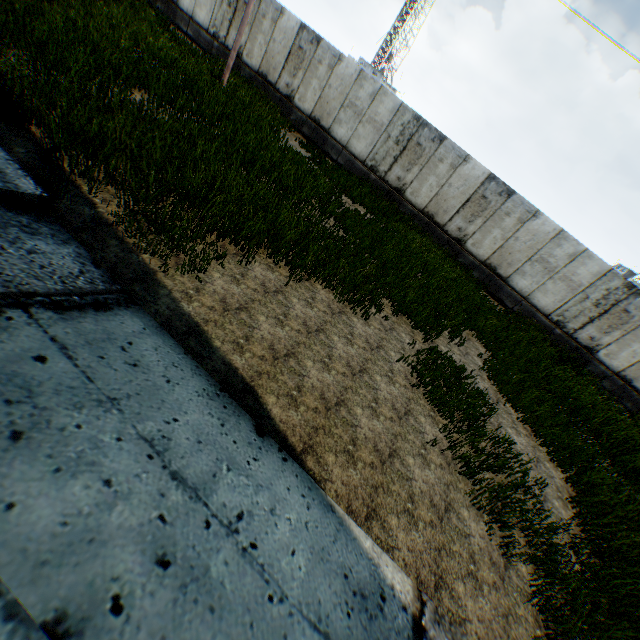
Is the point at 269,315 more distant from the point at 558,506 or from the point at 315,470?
the point at 558,506
